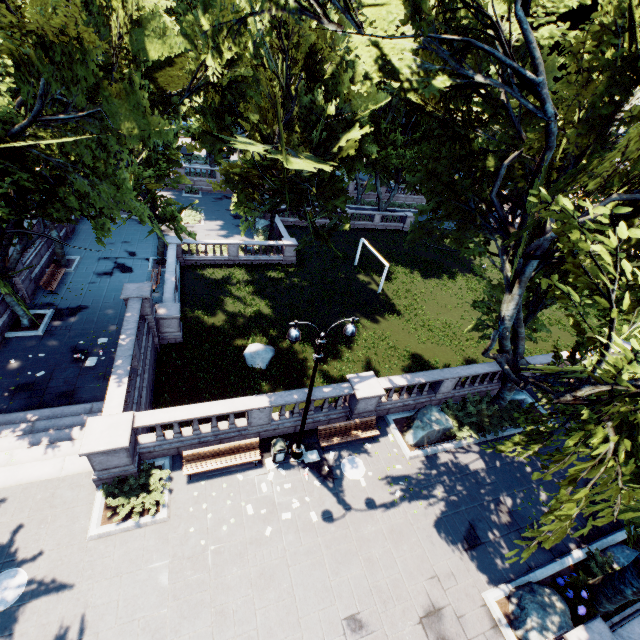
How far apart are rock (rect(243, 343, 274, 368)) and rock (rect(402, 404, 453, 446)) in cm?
909

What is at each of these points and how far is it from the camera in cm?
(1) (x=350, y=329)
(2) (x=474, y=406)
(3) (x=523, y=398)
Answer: (1) light, 1009
(2) bush, 1728
(3) rock, 1841

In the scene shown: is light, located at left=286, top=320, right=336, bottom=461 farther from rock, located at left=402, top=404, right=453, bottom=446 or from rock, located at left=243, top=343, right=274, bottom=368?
rock, located at left=243, top=343, right=274, bottom=368

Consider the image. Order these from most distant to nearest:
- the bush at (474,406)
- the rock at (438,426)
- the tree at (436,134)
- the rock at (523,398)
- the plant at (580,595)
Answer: the rock at (523,398) → the bush at (474,406) → the rock at (438,426) → the plant at (580,595) → the tree at (436,134)

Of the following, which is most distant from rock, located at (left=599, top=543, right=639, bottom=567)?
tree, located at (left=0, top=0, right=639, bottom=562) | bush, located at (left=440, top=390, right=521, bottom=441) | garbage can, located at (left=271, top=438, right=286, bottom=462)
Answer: garbage can, located at (left=271, top=438, right=286, bottom=462)

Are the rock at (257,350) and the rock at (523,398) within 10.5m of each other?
no

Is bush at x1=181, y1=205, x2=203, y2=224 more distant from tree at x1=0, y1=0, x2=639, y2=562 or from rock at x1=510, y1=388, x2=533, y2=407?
→ rock at x1=510, y1=388, x2=533, y2=407

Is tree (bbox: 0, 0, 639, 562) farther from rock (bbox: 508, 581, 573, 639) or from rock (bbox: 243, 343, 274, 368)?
rock (bbox: 243, 343, 274, 368)
